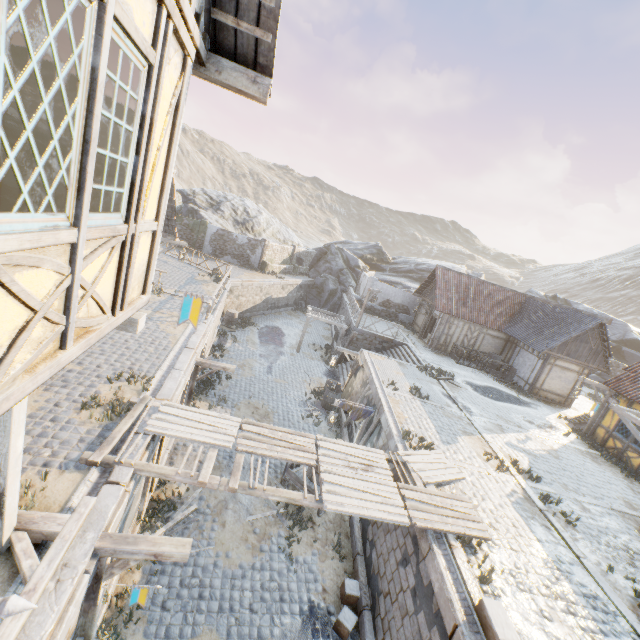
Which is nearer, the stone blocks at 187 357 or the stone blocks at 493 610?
the stone blocks at 493 610

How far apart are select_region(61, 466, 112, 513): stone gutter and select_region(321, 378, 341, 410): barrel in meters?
12.0

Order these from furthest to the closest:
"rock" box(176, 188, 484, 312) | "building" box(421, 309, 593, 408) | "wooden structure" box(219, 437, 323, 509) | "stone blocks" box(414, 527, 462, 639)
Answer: "rock" box(176, 188, 484, 312) → "building" box(421, 309, 593, 408) → "wooden structure" box(219, 437, 323, 509) → "stone blocks" box(414, 527, 462, 639)

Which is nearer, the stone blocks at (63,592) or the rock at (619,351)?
the stone blocks at (63,592)

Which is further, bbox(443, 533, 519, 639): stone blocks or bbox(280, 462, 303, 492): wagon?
bbox(280, 462, 303, 492): wagon

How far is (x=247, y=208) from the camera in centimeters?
4122cm

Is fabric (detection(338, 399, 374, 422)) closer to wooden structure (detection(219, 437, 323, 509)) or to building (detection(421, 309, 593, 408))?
wooden structure (detection(219, 437, 323, 509))

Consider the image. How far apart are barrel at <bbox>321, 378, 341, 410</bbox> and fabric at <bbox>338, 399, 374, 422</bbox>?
4.3m
